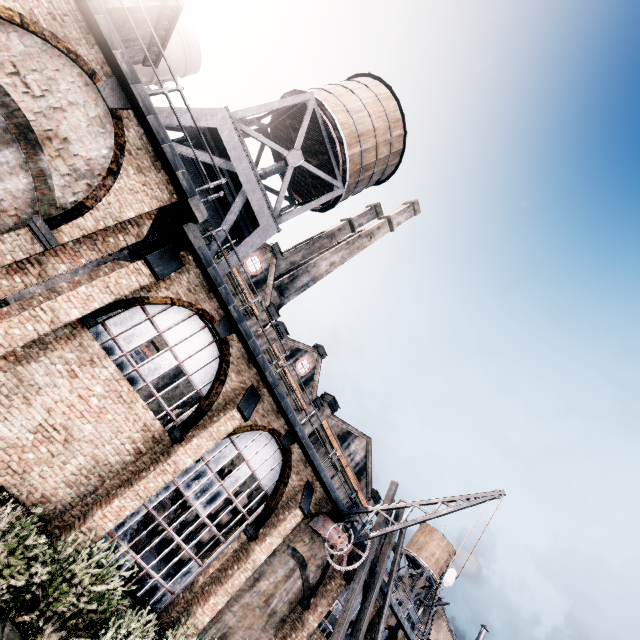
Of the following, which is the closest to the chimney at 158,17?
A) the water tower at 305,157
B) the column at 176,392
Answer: the water tower at 305,157

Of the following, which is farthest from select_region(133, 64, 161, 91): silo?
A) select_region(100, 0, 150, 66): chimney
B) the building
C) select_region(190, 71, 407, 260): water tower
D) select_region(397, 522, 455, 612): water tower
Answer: select_region(397, 522, 455, 612): water tower

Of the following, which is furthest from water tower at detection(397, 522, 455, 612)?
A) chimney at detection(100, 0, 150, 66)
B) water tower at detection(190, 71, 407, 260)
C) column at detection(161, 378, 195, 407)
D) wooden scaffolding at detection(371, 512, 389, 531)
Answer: chimney at detection(100, 0, 150, 66)

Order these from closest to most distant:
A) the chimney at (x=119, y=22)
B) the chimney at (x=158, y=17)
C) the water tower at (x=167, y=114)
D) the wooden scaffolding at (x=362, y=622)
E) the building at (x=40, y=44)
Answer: the building at (x=40, y=44), the chimney at (x=119, y=22), the chimney at (x=158, y=17), the water tower at (x=167, y=114), the wooden scaffolding at (x=362, y=622)

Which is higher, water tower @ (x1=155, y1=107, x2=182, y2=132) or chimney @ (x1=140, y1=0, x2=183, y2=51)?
chimney @ (x1=140, y1=0, x2=183, y2=51)

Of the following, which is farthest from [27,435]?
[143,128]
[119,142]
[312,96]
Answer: [312,96]

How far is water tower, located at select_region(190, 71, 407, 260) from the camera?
15.4 meters

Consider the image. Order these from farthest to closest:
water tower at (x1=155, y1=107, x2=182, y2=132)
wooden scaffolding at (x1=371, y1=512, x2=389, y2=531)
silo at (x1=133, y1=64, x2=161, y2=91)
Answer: silo at (x1=133, y1=64, x2=161, y2=91) → wooden scaffolding at (x1=371, y1=512, x2=389, y2=531) → water tower at (x1=155, y1=107, x2=182, y2=132)
